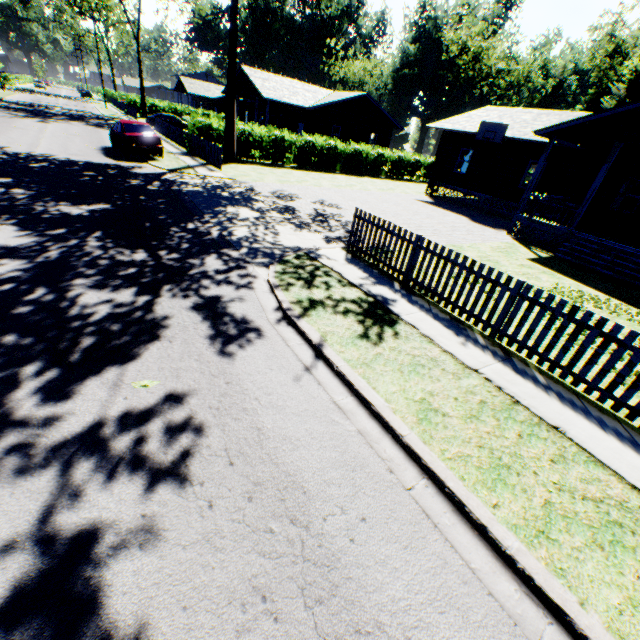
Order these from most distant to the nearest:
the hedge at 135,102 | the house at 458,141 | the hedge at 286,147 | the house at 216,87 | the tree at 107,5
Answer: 1. the house at 216,87
2. the hedge at 135,102
3. the tree at 107,5
4. the hedge at 286,147
5. the house at 458,141

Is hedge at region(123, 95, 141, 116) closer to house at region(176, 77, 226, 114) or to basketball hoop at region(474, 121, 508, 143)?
house at region(176, 77, 226, 114)

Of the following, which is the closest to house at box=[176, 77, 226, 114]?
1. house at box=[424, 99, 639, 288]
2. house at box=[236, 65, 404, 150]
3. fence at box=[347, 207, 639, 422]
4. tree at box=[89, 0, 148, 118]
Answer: tree at box=[89, 0, 148, 118]

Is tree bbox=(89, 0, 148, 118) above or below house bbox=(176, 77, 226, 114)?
above

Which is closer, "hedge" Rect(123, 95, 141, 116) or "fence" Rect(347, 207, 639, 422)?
"fence" Rect(347, 207, 639, 422)

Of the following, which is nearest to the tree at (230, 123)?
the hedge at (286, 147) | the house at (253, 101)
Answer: the hedge at (286, 147)

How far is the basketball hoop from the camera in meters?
19.0

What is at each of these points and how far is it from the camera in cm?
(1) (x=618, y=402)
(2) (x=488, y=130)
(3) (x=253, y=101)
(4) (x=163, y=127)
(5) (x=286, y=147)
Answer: (1) fence, 486
(2) basketball hoop, 1955
(3) house, 3631
(4) fence, 2822
(5) hedge, 2500
